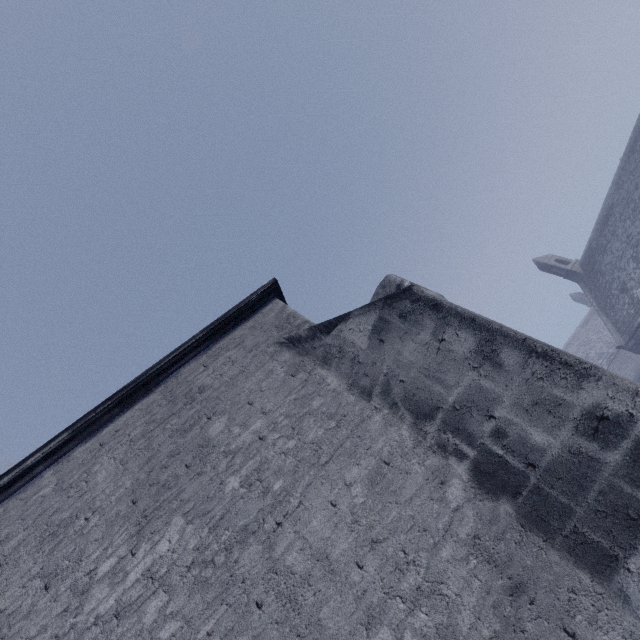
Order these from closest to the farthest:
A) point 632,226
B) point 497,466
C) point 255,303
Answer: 1. point 497,466
2. point 255,303
3. point 632,226
